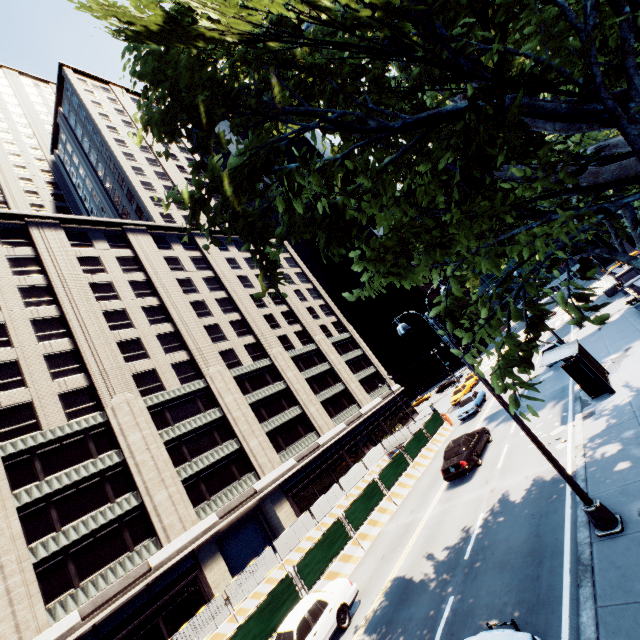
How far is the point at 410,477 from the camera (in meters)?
22.72

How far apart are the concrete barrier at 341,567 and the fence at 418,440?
0.0 meters

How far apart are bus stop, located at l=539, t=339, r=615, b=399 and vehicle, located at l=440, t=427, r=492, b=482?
5.4m

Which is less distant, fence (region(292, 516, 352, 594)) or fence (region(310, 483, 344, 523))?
fence (region(292, 516, 352, 594))

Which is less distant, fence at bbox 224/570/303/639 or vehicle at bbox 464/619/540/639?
vehicle at bbox 464/619/540/639

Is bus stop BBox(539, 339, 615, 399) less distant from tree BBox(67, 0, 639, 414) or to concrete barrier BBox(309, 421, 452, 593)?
tree BBox(67, 0, 639, 414)

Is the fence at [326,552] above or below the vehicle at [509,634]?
above

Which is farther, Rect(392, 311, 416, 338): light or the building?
the building
